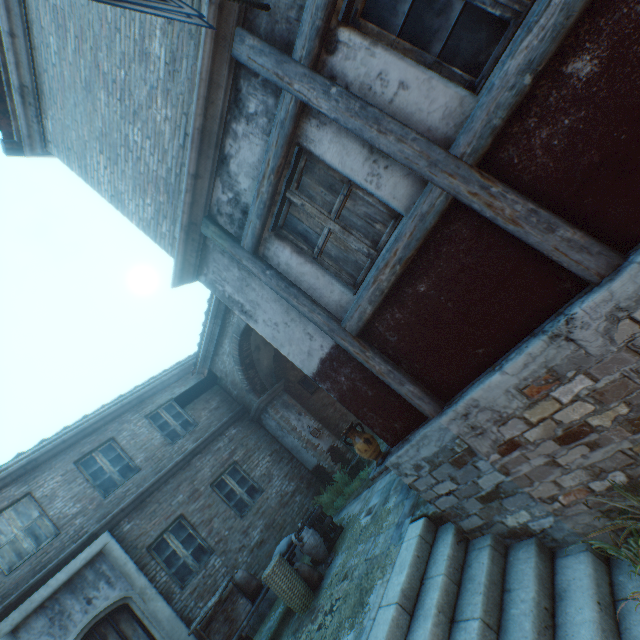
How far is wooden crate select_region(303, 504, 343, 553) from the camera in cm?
711

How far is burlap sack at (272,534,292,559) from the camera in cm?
668

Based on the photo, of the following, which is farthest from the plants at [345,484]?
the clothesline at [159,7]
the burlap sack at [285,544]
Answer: the clothesline at [159,7]

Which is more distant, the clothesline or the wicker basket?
the wicker basket

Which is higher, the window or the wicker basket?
the window

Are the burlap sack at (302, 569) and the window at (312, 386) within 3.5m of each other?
no

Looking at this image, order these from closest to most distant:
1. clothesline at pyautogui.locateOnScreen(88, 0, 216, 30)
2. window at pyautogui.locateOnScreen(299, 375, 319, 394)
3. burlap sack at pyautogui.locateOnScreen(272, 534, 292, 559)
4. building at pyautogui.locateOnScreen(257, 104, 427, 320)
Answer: clothesline at pyautogui.locateOnScreen(88, 0, 216, 30) < building at pyautogui.locateOnScreen(257, 104, 427, 320) < burlap sack at pyautogui.locateOnScreen(272, 534, 292, 559) < window at pyautogui.locateOnScreen(299, 375, 319, 394)

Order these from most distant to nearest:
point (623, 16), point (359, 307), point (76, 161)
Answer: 1. point (76, 161)
2. point (359, 307)
3. point (623, 16)
